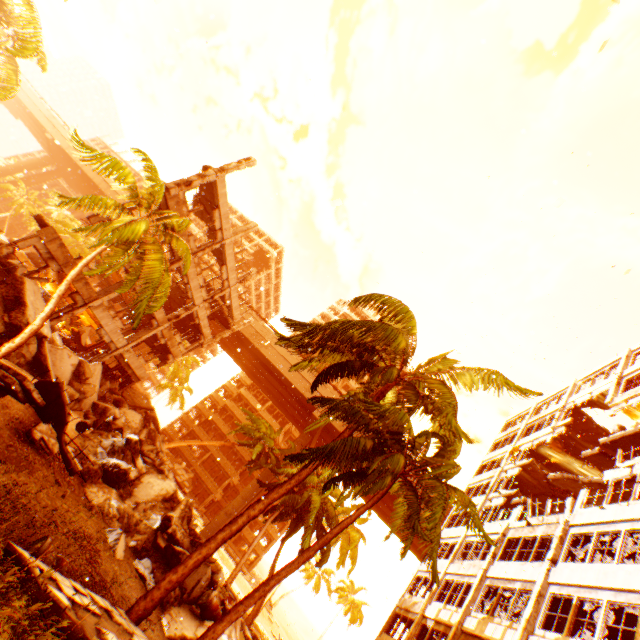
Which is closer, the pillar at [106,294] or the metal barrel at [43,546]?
the metal barrel at [43,546]

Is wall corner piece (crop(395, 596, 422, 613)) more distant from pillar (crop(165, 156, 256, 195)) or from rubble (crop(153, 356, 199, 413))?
rubble (crop(153, 356, 199, 413))

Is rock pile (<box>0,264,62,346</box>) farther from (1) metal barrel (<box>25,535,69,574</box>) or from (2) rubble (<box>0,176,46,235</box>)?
(1) metal barrel (<box>25,535,69,574</box>)

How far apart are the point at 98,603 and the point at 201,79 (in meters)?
50.02

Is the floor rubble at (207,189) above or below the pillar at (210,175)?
above

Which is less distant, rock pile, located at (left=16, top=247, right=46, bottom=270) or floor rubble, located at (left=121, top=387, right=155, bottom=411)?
rock pile, located at (left=16, top=247, right=46, bottom=270)

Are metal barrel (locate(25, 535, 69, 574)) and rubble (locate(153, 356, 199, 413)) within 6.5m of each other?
no

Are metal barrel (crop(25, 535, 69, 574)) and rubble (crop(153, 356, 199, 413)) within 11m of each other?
no
